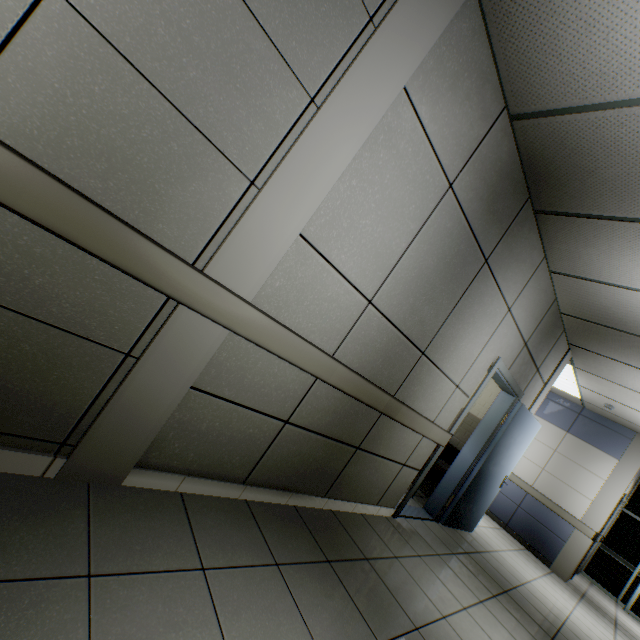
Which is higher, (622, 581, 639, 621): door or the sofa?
the sofa

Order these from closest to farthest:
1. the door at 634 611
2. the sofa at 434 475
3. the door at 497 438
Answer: the door at 497 438
the sofa at 434 475
the door at 634 611

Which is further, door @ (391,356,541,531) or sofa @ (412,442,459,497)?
sofa @ (412,442,459,497)

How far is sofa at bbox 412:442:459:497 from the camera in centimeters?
476cm

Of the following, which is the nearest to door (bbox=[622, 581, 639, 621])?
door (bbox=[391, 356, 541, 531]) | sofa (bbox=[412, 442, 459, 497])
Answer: door (bbox=[391, 356, 541, 531])

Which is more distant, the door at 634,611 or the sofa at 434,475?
the door at 634,611

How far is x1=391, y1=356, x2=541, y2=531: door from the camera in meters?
3.7

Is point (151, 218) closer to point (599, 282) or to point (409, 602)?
point (409, 602)
